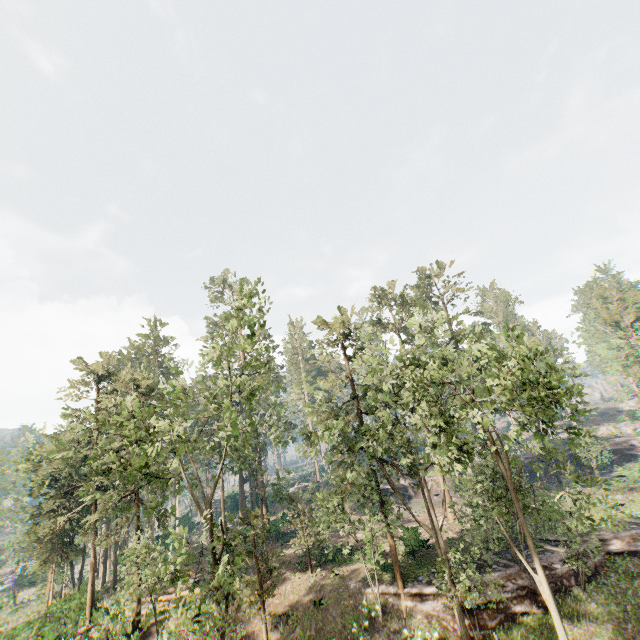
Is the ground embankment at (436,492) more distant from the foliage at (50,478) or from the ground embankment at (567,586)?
the ground embankment at (567,586)

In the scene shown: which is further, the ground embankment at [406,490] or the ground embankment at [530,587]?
the ground embankment at [406,490]

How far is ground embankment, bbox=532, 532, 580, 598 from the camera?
21.82m

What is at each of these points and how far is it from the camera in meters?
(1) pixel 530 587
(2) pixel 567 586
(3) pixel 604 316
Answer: (1) ground embankment, 21.3 m
(2) ground embankment, 21.9 m
(3) foliage, 48.9 m

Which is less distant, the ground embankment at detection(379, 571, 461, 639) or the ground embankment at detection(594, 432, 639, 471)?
the ground embankment at detection(379, 571, 461, 639)

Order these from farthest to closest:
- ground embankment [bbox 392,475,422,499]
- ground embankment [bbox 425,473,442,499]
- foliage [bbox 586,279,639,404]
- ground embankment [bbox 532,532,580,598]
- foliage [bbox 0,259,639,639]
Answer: ground embankment [bbox 392,475,422,499] → ground embankment [bbox 425,473,442,499] → foliage [bbox 586,279,639,404] → ground embankment [bbox 532,532,580,598] → foliage [bbox 0,259,639,639]

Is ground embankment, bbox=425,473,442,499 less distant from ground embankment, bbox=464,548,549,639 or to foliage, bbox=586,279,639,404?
foliage, bbox=586,279,639,404
